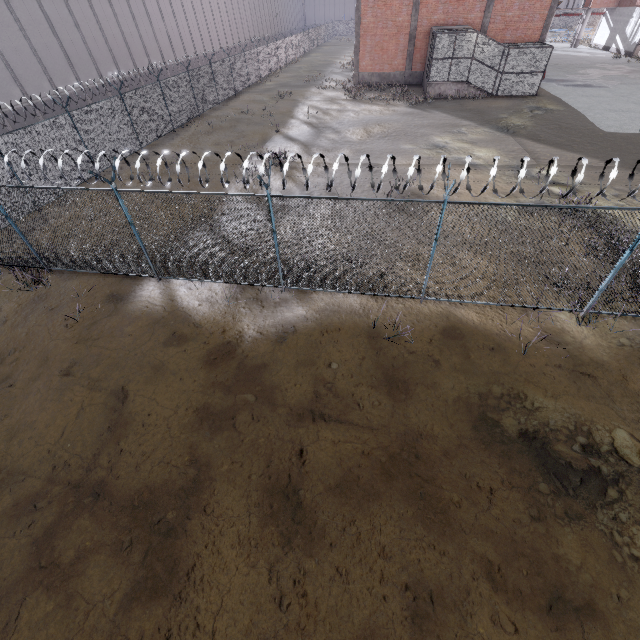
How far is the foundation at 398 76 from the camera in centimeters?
3089cm

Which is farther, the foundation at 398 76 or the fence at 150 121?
the foundation at 398 76

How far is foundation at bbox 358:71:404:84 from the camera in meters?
30.9

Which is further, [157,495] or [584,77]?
[584,77]

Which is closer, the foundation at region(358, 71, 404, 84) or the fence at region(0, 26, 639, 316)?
the fence at region(0, 26, 639, 316)
